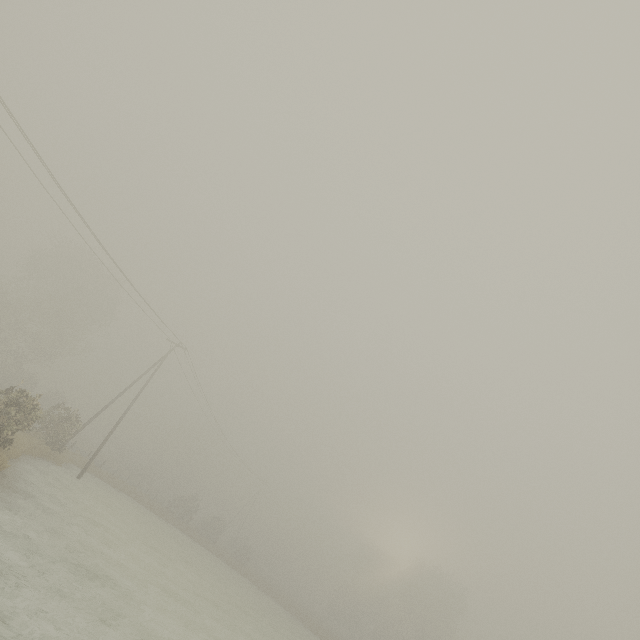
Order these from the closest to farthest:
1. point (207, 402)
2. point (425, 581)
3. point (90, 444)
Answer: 1. point (207, 402)
2. point (425, 581)
3. point (90, 444)
